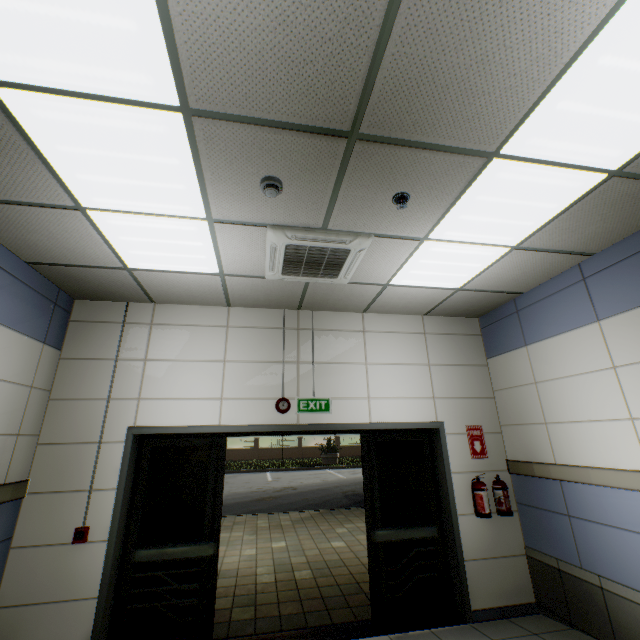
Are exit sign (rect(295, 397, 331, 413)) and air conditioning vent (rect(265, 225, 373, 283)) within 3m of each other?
yes

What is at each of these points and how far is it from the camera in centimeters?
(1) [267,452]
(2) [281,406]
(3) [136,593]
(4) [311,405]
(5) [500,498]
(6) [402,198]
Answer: (1) fence, 3269cm
(2) fire alarm, 421cm
(3) door, 356cm
(4) exit sign, 434cm
(5) fire extinguisher, 420cm
(6) fire alarm, 254cm

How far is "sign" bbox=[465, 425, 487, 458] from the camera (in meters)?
4.52

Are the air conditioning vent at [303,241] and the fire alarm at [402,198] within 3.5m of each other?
yes

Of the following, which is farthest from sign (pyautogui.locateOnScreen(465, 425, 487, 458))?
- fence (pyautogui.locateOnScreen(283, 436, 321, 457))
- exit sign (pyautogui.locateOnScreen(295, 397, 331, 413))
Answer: fence (pyautogui.locateOnScreen(283, 436, 321, 457))

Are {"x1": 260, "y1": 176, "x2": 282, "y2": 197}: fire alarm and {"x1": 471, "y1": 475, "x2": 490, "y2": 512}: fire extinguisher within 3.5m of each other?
no

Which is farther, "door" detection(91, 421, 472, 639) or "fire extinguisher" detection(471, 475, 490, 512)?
"fire extinguisher" detection(471, 475, 490, 512)

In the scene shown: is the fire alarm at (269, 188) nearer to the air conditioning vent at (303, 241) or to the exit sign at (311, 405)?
the air conditioning vent at (303, 241)
